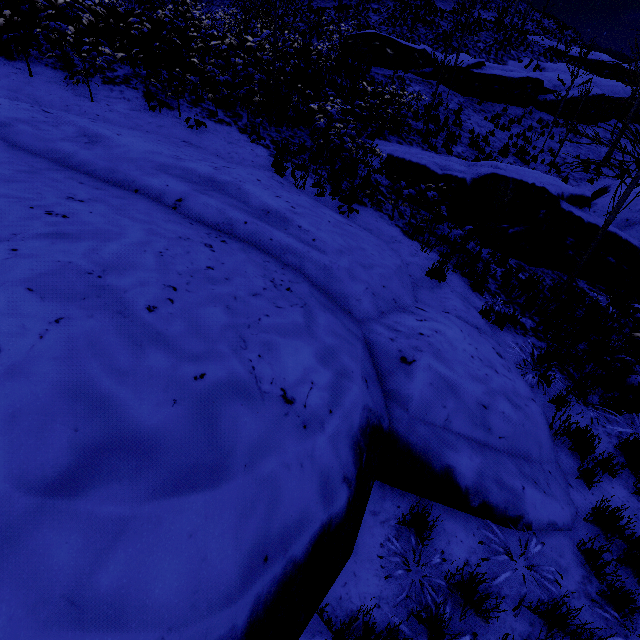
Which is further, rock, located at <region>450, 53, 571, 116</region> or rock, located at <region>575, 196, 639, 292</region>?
rock, located at <region>450, 53, 571, 116</region>

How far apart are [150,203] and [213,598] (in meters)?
4.24

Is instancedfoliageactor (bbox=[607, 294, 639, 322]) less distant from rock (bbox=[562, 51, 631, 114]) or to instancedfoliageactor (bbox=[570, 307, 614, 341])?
instancedfoliageactor (bbox=[570, 307, 614, 341])

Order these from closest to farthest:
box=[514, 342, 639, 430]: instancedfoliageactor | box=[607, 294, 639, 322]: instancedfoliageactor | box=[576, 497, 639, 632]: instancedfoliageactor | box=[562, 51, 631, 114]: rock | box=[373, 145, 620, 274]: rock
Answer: box=[576, 497, 639, 632]: instancedfoliageactor < box=[514, 342, 639, 430]: instancedfoliageactor < box=[607, 294, 639, 322]: instancedfoliageactor < box=[373, 145, 620, 274]: rock < box=[562, 51, 631, 114]: rock

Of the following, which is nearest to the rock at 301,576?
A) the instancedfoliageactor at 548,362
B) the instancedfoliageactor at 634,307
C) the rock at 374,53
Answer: the instancedfoliageactor at 634,307

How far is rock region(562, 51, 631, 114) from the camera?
20.5 meters

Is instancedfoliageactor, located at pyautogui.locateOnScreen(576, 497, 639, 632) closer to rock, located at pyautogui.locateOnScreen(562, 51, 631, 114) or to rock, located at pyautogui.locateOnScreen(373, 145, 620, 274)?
rock, located at pyautogui.locateOnScreen(373, 145, 620, 274)

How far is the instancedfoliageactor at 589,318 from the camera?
6.2m
